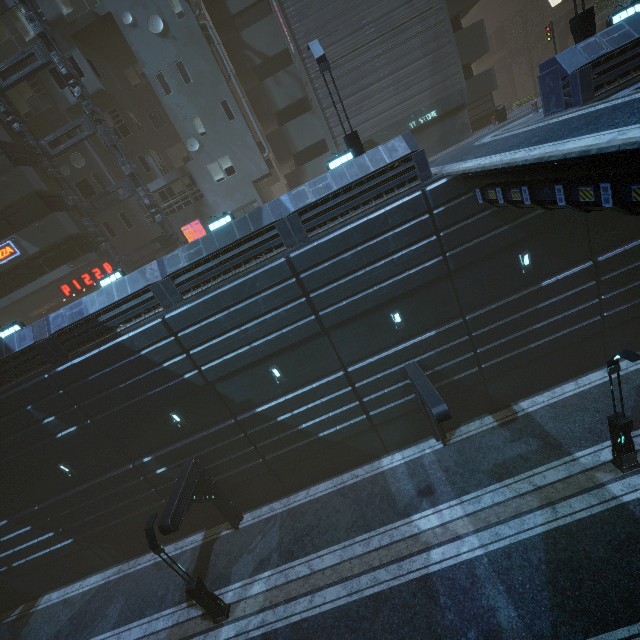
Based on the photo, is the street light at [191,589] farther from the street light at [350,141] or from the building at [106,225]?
A: the street light at [350,141]

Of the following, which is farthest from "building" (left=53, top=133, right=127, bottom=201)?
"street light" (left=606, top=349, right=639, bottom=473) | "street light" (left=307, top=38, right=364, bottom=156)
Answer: "street light" (left=606, top=349, right=639, bottom=473)

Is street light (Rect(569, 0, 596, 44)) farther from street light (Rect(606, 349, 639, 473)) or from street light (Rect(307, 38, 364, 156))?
street light (Rect(606, 349, 639, 473))

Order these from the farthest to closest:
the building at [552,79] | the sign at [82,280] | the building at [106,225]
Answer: the sign at [82,280] < the building at [106,225] < the building at [552,79]

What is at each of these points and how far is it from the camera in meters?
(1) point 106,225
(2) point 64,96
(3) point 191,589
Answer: (1) building, 24.1 m
(2) building, 21.0 m
(3) street light, 12.8 m

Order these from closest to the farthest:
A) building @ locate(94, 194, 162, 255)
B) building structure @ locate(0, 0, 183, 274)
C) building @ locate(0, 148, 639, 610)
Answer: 1. building @ locate(0, 148, 639, 610)
2. building structure @ locate(0, 0, 183, 274)
3. building @ locate(94, 194, 162, 255)

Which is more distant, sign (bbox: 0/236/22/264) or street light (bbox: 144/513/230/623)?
sign (bbox: 0/236/22/264)

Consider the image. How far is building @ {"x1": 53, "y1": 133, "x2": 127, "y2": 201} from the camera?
22.2m
